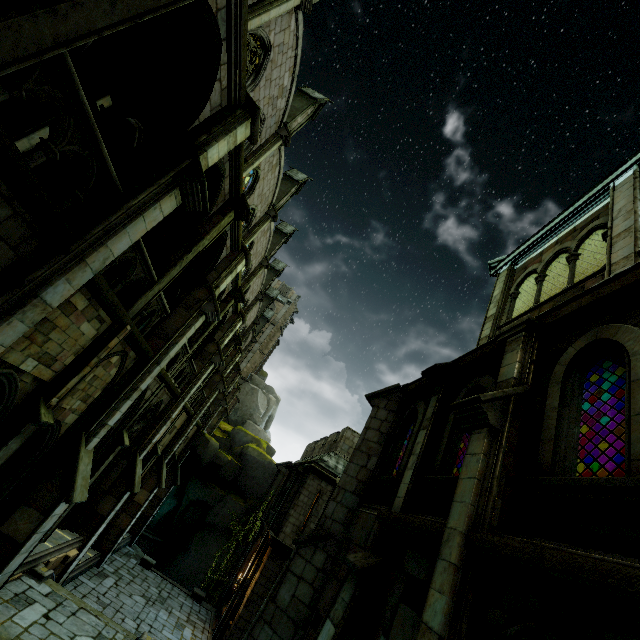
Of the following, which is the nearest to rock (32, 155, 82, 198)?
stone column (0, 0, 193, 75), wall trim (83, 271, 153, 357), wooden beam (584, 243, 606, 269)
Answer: wall trim (83, 271, 153, 357)

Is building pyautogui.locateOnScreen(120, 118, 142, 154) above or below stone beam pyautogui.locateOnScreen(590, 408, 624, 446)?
above

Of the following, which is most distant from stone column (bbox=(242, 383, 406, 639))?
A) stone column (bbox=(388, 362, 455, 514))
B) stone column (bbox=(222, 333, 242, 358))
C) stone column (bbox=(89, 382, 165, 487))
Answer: stone column (bbox=(222, 333, 242, 358))

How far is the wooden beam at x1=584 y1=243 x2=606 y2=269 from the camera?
8.6 meters

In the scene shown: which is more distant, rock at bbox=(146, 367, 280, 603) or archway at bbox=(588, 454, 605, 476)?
rock at bbox=(146, 367, 280, 603)

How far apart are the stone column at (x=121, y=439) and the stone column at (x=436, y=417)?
9.8m

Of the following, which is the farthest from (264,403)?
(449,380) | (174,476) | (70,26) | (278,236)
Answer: (70,26)

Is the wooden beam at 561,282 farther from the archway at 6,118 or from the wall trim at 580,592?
the archway at 6,118
